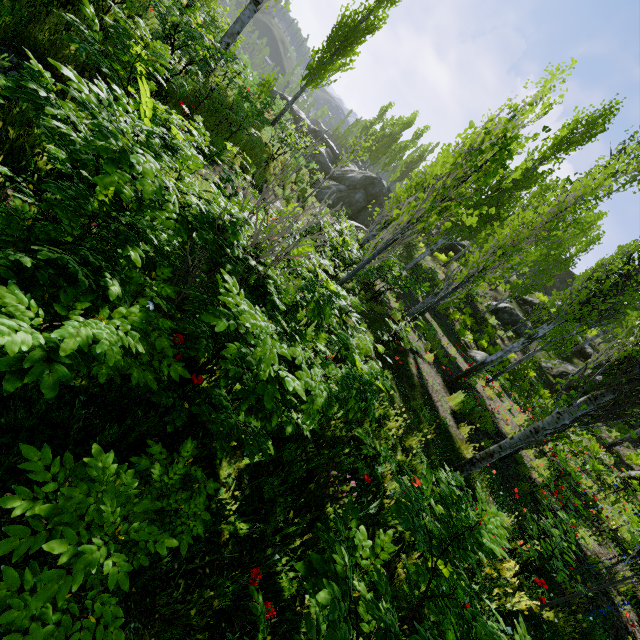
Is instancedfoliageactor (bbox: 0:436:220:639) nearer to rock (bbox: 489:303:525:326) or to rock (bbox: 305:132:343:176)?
rock (bbox: 489:303:525:326)

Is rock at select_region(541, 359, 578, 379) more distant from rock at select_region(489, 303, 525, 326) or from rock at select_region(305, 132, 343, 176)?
rock at select_region(305, 132, 343, 176)

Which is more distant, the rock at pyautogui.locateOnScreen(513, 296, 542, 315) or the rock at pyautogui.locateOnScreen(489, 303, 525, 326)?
the rock at pyautogui.locateOnScreen(513, 296, 542, 315)

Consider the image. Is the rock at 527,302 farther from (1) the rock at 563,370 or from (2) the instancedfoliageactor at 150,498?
(1) the rock at 563,370

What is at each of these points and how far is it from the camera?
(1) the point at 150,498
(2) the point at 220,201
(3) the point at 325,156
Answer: (1) instancedfoliageactor, 1.9m
(2) instancedfoliageactor, 2.1m
(3) rock, 30.4m

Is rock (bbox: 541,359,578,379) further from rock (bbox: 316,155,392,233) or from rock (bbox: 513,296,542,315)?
rock (bbox: 316,155,392,233)

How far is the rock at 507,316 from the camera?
22.0m

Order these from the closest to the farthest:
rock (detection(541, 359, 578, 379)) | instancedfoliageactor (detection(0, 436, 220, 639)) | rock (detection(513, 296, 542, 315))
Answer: instancedfoliageactor (detection(0, 436, 220, 639)), rock (detection(541, 359, 578, 379)), rock (detection(513, 296, 542, 315))
